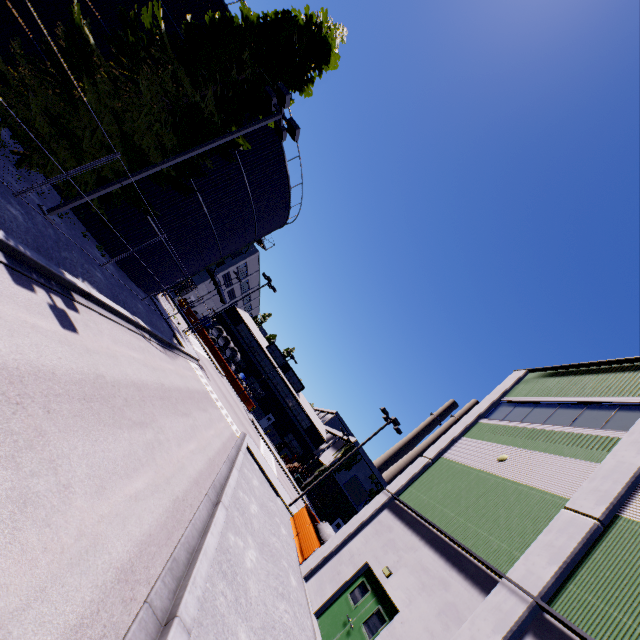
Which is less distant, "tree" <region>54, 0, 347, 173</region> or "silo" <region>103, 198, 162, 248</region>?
"tree" <region>54, 0, 347, 173</region>

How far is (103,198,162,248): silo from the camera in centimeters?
1709cm

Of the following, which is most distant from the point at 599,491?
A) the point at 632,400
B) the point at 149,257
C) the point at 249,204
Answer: the point at 149,257

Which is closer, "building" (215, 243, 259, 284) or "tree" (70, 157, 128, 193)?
"tree" (70, 157, 128, 193)

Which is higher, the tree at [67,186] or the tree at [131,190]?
the tree at [131,190]

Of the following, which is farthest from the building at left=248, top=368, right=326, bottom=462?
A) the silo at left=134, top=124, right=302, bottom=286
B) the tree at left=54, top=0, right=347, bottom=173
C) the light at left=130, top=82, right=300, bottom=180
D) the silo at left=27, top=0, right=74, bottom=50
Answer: the silo at left=27, top=0, right=74, bottom=50

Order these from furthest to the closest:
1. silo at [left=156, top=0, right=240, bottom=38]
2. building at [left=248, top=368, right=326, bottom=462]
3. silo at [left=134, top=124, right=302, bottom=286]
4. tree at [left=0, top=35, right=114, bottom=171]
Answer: building at [left=248, top=368, right=326, bottom=462] < silo at [left=134, top=124, right=302, bottom=286] < silo at [left=156, top=0, right=240, bottom=38] < tree at [left=0, top=35, right=114, bottom=171]

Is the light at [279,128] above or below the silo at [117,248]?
above
